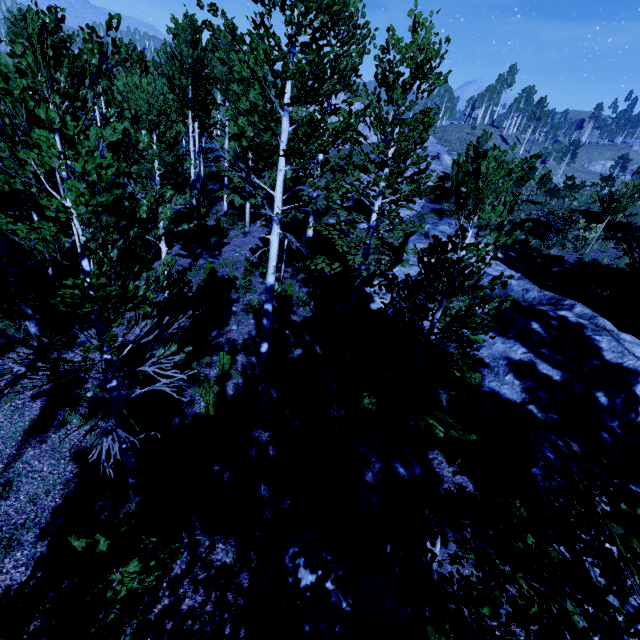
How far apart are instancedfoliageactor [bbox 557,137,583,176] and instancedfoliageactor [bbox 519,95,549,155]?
6.3 meters

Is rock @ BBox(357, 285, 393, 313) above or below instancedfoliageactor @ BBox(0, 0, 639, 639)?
below

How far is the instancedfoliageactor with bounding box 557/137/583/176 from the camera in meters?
55.0 m

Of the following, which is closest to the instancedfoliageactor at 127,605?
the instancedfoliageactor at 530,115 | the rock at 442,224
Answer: the rock at 442,224

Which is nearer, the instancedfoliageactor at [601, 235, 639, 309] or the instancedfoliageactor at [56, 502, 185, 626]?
the instancedfoliageactor at [56, 502, 185, 626]

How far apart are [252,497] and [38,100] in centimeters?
689cm

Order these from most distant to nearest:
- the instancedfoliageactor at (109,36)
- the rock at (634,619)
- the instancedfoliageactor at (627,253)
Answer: the instancedfoliageactor at (627,253), the rock at (634,619), the instancedfoliageactor at (109,36)

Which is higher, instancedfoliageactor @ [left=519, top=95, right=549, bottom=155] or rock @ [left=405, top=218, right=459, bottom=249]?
instancedfoliageactor @ [left=519, top=95, right=549, bottom=155]
